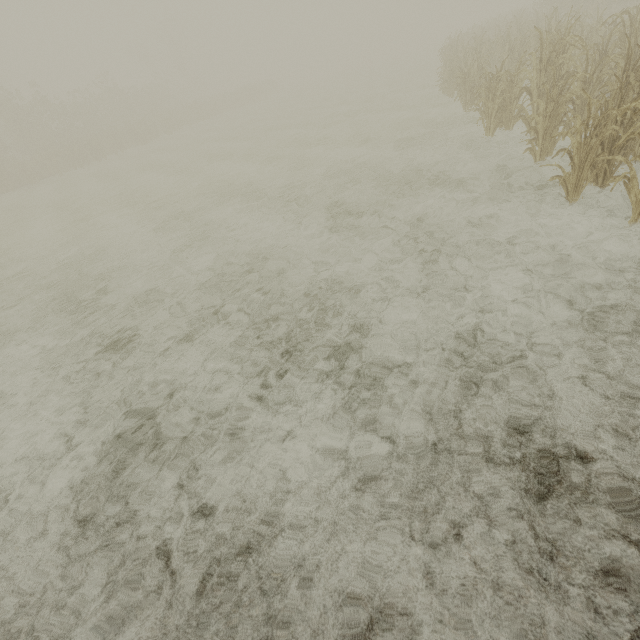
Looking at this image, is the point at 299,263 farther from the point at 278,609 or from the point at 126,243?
the point at 126,243
